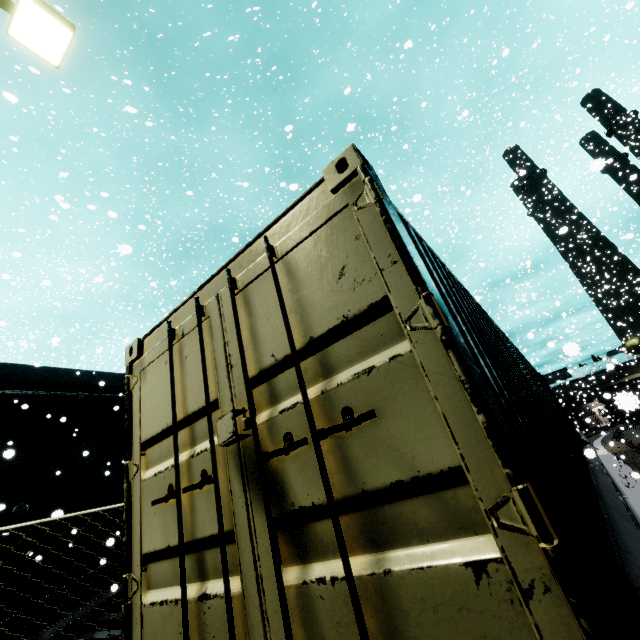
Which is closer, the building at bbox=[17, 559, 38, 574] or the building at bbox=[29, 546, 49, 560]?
the building at bbox=[29, 546, 49, 560]

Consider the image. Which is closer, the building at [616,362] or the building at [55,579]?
the building at [55,579]

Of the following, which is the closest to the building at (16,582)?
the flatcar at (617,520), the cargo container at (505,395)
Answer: the cargo container at (505,395)

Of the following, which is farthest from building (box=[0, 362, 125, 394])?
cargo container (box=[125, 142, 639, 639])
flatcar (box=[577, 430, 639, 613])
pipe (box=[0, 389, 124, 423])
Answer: flatcar (box=[577, 430, 639, 613])

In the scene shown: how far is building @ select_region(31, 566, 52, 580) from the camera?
12.0m

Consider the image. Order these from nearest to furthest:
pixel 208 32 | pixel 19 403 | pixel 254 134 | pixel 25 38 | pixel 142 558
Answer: pixel 142 558
pixel 25 38
pixel 208 32
pixel 19 403
pixel 254 134
